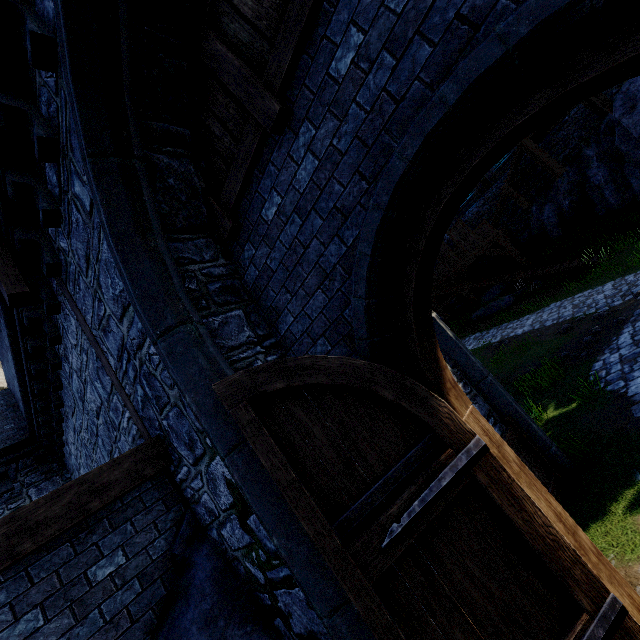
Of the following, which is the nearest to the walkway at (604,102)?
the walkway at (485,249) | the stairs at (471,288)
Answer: the walkway at (485,249)

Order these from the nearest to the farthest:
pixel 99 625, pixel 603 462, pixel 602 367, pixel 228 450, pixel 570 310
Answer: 1. pixel 228 450
2. pixel 99 625
3. pixel 603 462
4. pixel 602 367
5. pixel 570 310

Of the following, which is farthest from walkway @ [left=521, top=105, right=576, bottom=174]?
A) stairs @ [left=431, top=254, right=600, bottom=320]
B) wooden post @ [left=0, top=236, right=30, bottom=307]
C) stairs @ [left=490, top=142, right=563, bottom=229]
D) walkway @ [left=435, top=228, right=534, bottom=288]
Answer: wooden post @ [left=0, top=236, right=30, bottom=307]

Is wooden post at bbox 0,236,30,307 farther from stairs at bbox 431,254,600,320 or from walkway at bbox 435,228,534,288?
stairs at bbox 431,254,600,320

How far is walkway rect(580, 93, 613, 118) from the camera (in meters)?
15.45

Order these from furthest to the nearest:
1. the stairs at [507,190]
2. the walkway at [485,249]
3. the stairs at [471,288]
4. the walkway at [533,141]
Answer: the walkway at [485,249] < the stairs at [507,190] < the walkway at [533,141] < the stairs at [471,288]

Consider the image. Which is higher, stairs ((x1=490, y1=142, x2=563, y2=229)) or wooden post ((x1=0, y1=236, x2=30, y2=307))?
wooden post ((x1=0, y1=236, x2=30, y2=307))

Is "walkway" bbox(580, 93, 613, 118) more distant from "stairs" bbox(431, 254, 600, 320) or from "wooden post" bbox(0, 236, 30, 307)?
"wooden post" bbox(0, 236, 30, 307)
